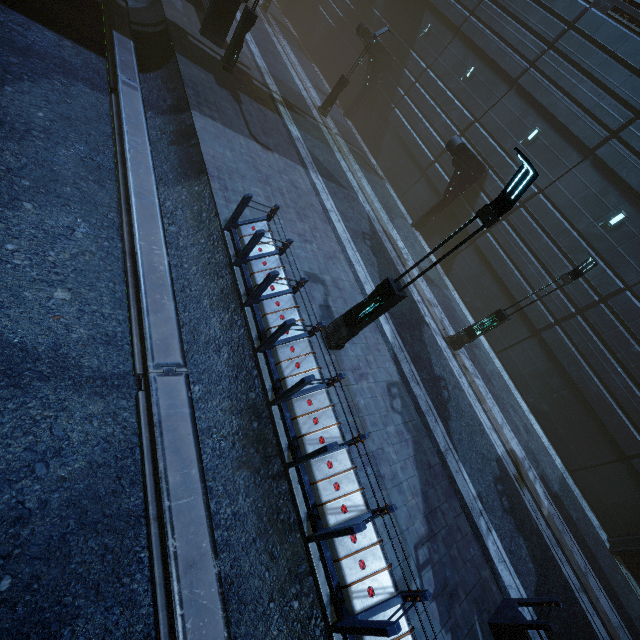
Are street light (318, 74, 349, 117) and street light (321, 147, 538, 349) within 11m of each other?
no

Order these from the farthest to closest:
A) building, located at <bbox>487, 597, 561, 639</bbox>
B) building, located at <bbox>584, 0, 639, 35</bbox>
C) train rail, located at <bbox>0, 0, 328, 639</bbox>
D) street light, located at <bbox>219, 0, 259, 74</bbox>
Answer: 1. building, located at <bbox>584, 0, 639, 35</bbox>
2. street light, located at <bbox>219, 0, 259, 74</bbox>
3. building, located at <bbox>487, 597, 561, 639</bbox>
4. train rail, located at <bbox>0, 0, 328, 639</bbox>

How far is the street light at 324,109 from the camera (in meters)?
19.81

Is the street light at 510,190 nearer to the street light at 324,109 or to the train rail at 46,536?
the train rail at 46,536

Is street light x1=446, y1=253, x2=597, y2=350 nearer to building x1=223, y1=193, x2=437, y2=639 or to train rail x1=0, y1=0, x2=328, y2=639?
building x1=223, y1=193, x2=437, y2=639

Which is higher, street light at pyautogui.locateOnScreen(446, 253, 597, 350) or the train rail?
street light at pyautogui.locateOnScreen(446, 253, 597, 350)

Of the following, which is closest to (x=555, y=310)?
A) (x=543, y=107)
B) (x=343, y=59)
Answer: (x=543, y=107)

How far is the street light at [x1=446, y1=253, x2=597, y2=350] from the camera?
10.7 meters
